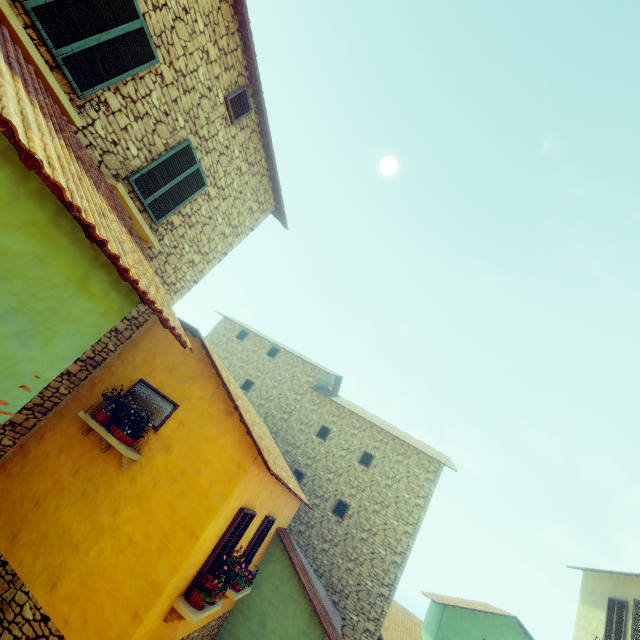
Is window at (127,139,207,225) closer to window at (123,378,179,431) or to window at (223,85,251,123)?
window at (223,85,251,123)

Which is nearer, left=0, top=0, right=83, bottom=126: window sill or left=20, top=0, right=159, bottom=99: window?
left=0, top=0, right=83, bottom=126: window sill

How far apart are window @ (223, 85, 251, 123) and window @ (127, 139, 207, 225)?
1.3 meters

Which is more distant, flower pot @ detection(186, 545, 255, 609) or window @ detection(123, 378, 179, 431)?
window @ detection(123, 378, 179, 431)

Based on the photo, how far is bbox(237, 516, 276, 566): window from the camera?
8.2m

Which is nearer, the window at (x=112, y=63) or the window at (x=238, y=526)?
the window at (x=112, y=63)

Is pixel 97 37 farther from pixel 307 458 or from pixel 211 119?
pixel 307 458

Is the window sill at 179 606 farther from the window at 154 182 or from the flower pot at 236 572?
the window at 154 182
